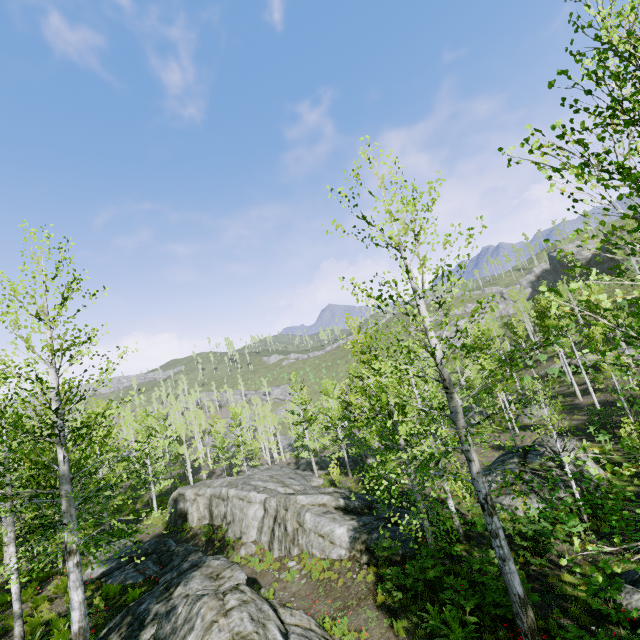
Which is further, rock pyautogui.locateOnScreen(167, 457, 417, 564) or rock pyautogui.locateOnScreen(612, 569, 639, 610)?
rock pyautogui.locateOnScreen(167, 457, 417, 564)

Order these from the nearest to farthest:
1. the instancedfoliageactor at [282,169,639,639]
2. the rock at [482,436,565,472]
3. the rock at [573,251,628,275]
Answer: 1. the instancedfoliageactor at [282,169,639,639]
2. the rock at [482,436,565,472]
3. the rock at [573,251,628,275]

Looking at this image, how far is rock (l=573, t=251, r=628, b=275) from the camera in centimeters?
5156cm

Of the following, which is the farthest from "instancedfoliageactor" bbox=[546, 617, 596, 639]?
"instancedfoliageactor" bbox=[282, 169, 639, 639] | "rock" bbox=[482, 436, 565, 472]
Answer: "instancedfoliageactor" bbox=[282, 169, 639, 639]

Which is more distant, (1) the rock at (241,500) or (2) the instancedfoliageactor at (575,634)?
(1) the rock at (241,500)

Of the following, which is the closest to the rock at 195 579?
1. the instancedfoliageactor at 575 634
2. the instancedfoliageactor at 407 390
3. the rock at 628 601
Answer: the instancedfoliageactor at 407 390

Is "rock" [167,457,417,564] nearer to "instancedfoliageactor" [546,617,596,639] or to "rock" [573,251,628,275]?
"instancedfoliageactor" [546,617,596,639]

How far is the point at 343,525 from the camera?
14.4m
